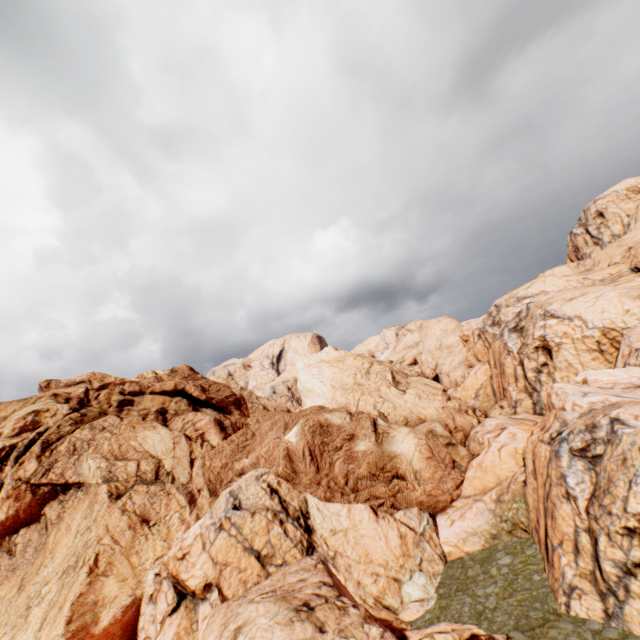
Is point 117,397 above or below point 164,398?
above
